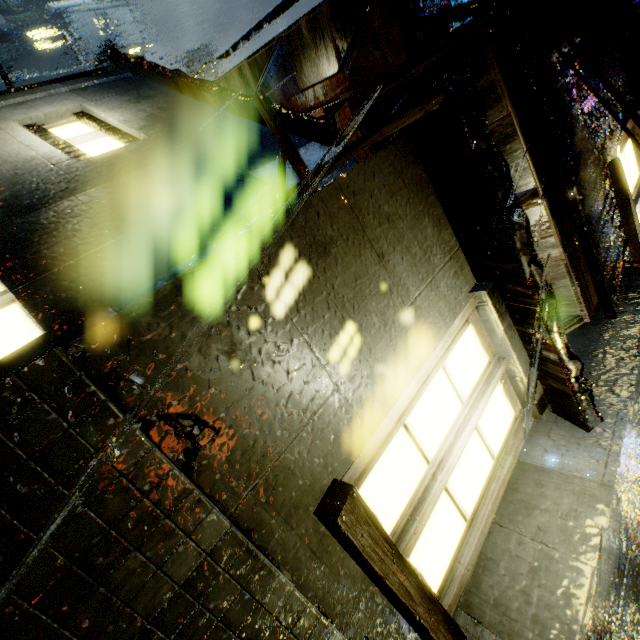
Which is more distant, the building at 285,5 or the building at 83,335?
the building at 285,5

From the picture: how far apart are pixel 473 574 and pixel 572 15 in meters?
6.3 m

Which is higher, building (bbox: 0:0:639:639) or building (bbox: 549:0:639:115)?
building (bbox: 549:0:639:115)

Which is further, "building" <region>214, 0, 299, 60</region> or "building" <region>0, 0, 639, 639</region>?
"building" <region>214, 0, 299, 60</region>
